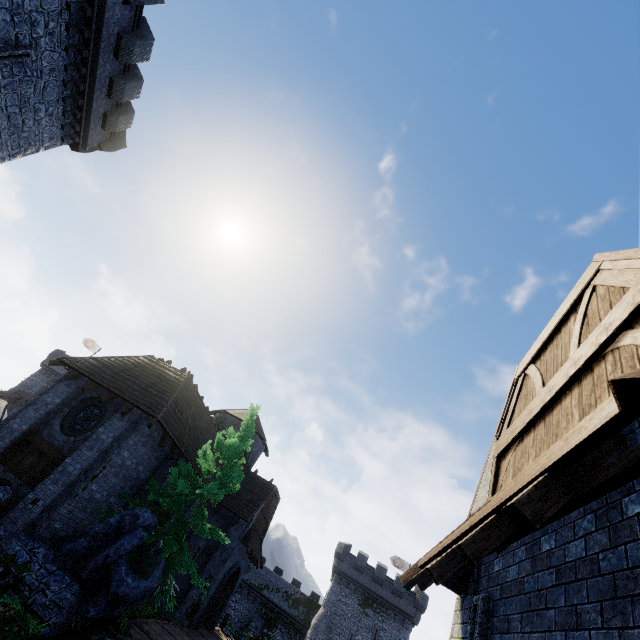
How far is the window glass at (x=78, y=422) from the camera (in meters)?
14.66

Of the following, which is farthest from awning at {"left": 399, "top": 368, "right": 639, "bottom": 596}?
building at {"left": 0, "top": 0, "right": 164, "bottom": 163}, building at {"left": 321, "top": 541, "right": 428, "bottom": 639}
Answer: building at {"left": 321, "top": 541, "right": 428, "bottom": 639}

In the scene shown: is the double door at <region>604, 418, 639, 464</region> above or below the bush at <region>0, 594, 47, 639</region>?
above

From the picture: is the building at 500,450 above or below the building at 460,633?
above

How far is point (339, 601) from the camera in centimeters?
3838cm

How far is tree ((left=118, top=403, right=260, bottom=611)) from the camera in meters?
12.9 m

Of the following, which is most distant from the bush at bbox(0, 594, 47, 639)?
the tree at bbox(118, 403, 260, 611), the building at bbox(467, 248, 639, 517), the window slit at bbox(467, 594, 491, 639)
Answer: the window slit at bbox(467, 594, 491, 639)

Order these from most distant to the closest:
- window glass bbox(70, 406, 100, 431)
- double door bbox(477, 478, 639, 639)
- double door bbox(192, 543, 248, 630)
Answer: double door bbox(192, 543, 248, 630) → window glass bbox(70, 406, 100, 431) → double door bbox(477, 478, 639, 639)
